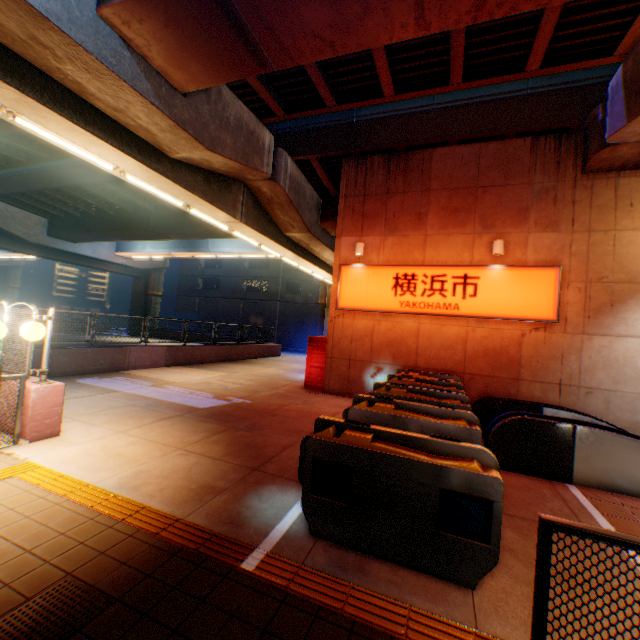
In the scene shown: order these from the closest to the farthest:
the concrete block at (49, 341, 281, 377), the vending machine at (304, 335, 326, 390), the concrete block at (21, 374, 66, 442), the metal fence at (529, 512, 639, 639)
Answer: the metal fence at (529, 512, 639, 639)
the concrete block at (21, 374, 66, 442)
the concrete block at (49, 341, 281, 377)
the vending machine at (304, 335, 326, 390)

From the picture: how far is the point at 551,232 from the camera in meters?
9.6

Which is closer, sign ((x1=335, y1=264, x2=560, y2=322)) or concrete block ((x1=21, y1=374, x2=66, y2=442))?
concrete block ((x1=21, y1=374, x2=66, y2=442))

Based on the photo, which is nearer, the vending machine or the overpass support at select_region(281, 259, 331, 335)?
the vending machine

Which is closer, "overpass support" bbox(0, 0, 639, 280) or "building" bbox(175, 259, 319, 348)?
"overpass support" bbox(0, 0, 639, 280)

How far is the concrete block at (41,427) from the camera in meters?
5.3

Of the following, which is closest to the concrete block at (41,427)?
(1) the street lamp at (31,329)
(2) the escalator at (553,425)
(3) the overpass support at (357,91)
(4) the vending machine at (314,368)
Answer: (3) the overpass support at (357,91)

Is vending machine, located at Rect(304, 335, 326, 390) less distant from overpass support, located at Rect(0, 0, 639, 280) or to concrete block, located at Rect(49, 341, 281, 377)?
overpass support, located at Rect(0, 0, 639, 280)
